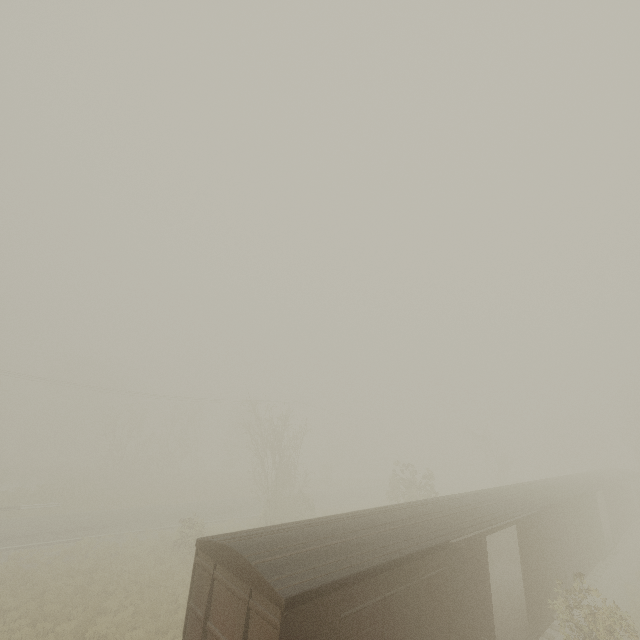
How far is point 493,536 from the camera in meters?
17.4
